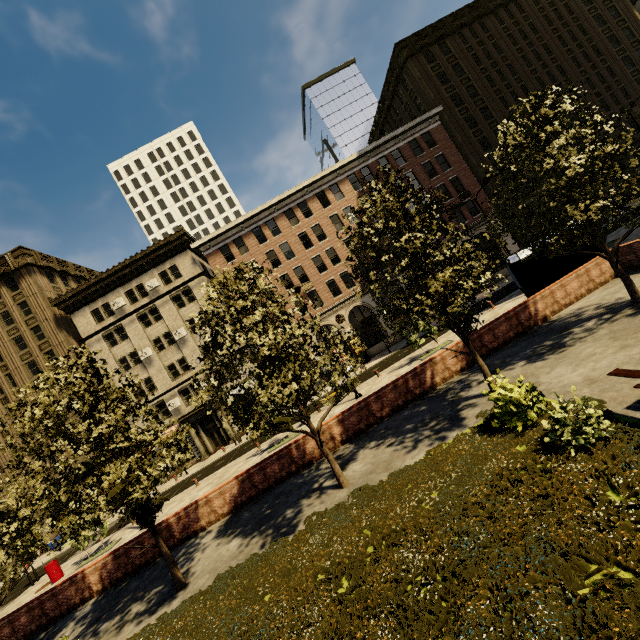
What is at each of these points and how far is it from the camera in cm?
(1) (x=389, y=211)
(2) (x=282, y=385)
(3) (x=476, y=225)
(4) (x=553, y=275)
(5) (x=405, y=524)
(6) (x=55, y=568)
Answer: (1) tree, 1040
(2) tree, 1036
(3) building, 3503
(4) atm, 1516
(5) plant, 699
(6) barrel, 1953

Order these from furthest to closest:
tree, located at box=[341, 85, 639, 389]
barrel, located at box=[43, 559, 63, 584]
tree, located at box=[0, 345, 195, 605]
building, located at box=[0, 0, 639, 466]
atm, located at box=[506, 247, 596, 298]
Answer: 1. building, located at box=[0, 0, 639, 466]
2. barrel, located at box=[43, 559, 63, 584]
3. atm, located at box=[506, 247, 596, 298]
4. tree, located at box=[341, 85, 639, 389]
5. tree, located at box=[0, 345, 195, 605]

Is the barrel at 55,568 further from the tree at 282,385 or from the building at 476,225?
the building at 476,225

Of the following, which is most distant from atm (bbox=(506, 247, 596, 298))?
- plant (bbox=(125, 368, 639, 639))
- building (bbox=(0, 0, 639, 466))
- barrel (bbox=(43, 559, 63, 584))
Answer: barrel (bbox=(43, 559, 63, 584))

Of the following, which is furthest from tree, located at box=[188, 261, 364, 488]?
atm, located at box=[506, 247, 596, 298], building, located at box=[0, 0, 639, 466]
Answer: building, located at box=[0, 0, 639, 466]

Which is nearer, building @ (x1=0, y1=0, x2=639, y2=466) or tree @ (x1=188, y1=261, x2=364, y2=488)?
Answer: tree @ (x1=188, y1=261, x2=364, y2=488)

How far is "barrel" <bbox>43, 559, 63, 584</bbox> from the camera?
19.3m
